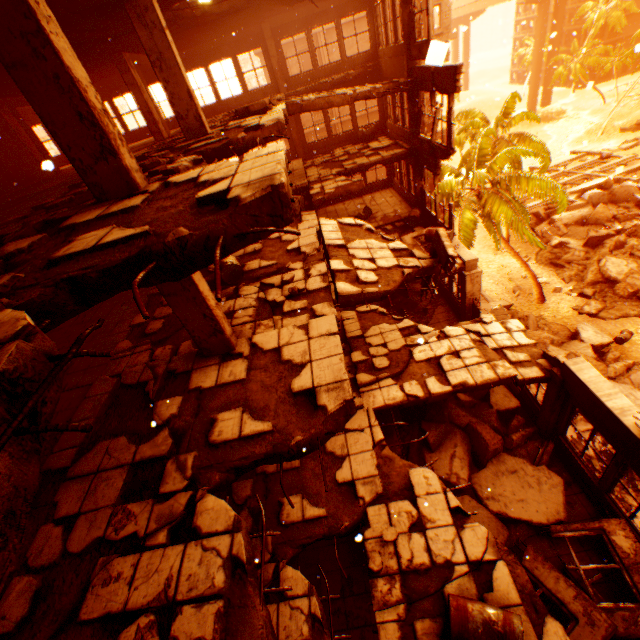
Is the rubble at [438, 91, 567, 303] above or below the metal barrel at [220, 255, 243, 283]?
below

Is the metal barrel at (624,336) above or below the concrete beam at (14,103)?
below

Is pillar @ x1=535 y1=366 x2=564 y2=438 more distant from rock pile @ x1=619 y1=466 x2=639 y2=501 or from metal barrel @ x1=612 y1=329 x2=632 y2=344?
metal barrel @ x1=612 y1=329 x2=632 y2=344

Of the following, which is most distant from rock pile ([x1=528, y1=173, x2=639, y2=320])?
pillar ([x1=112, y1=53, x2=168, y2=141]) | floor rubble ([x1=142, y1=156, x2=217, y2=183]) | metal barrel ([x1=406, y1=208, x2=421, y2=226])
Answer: pillar ([x1=112, y1=53, x2=168, y2=141])

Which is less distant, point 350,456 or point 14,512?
point 14,512

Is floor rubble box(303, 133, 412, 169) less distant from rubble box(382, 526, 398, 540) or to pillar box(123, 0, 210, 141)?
pillar box(123, 0, 210, 141)

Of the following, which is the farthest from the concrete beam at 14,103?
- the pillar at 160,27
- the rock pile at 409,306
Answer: the rock pile at 409,306

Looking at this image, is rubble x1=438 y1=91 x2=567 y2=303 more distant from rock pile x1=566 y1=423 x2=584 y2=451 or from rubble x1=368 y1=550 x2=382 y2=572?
rubble x1=368 y1=550 x2=382 y2=572
